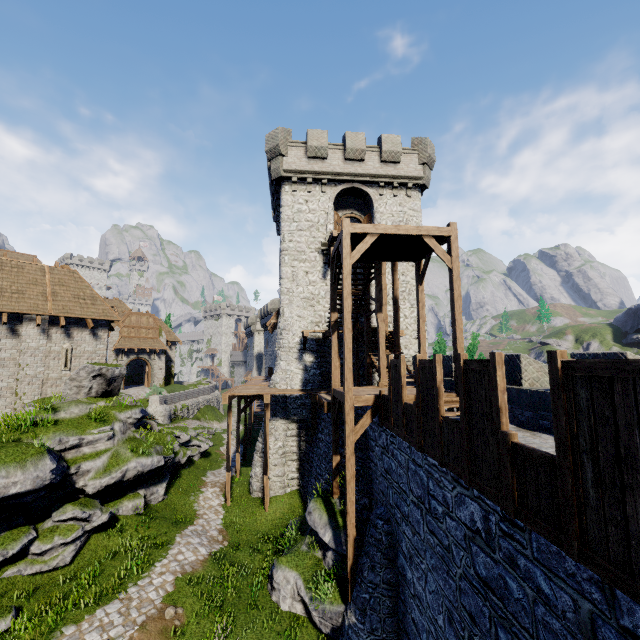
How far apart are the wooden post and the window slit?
20.4m

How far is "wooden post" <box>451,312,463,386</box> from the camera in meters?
10.9 m

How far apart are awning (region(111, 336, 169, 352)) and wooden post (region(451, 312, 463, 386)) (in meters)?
36.53

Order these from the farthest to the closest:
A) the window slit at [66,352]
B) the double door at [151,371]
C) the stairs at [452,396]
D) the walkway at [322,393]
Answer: the double door at [151,371], the window slit at [66,352], the walkway at [322,393], the stairs at [452,396]

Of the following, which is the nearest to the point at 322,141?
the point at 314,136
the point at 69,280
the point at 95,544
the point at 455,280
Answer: the point at 314,136

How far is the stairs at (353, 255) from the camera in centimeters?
1034cm

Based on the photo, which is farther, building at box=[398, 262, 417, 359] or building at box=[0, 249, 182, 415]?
building at box=[398, 262, 417, 359]

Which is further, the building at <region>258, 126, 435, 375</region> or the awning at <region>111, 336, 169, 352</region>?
the awning at <region>111, 336, 169, 352</region>
